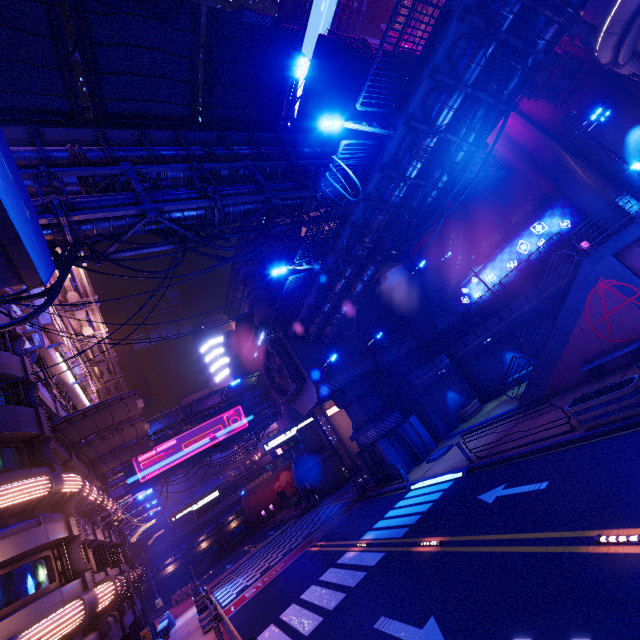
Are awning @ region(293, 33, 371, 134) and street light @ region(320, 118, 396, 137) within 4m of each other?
no

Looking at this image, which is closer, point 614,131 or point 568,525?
point 568,525

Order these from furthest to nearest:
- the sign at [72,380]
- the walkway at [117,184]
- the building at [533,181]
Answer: the building at [533,181] < the sign at [72,380] < the walkway at [117,184]

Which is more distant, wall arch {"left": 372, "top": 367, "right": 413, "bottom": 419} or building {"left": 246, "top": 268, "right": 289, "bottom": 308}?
building {"left": 246, "top": 268, "right": 289, "bottom": 308}

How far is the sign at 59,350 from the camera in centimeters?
1725cm

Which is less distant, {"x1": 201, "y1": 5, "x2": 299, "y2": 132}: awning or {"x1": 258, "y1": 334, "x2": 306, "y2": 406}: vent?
{"x1": 201, "y1": 5, "x2": 299, "y2": 132}: awning

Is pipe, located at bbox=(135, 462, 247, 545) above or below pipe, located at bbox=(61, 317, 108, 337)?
below

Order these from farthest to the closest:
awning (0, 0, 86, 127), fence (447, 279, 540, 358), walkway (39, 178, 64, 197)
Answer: fence (447, 279, 540, 358) → walkway (39, 178, 64, 197) → awning (0, 0, 86, 127)
